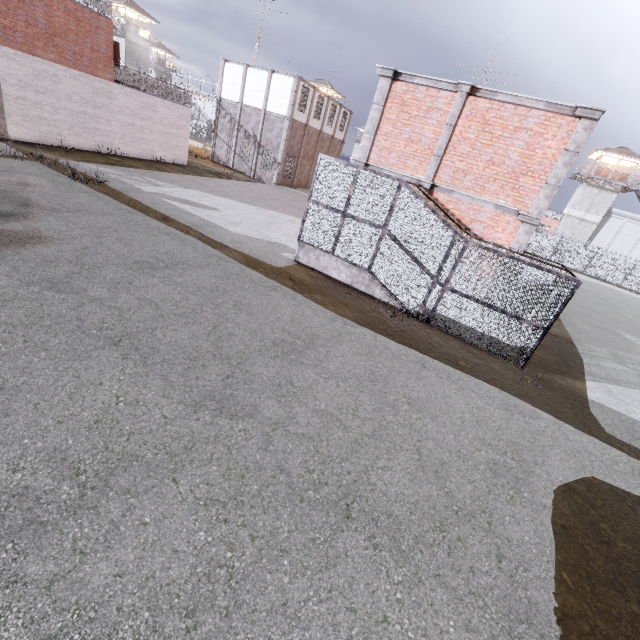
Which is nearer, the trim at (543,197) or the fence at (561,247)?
the trim at (543,197)

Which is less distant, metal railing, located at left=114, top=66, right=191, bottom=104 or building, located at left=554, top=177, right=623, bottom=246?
metal railing, located at left=114, top=66, right=191, bottom=104

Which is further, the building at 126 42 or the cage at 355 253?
the building at 126 42

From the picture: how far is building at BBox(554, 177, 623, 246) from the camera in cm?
4209

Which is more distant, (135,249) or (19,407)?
(135,249)

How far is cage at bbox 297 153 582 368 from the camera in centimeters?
927cm

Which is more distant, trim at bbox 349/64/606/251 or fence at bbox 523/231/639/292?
fence at bbox 523/231/639/292

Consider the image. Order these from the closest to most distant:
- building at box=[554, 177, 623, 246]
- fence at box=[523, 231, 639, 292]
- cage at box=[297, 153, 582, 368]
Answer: cage at box=[297, 153, 582, 368]
fence at box=[523, 231, 639, 292]
building at box=[554, 177, 623, 246]
